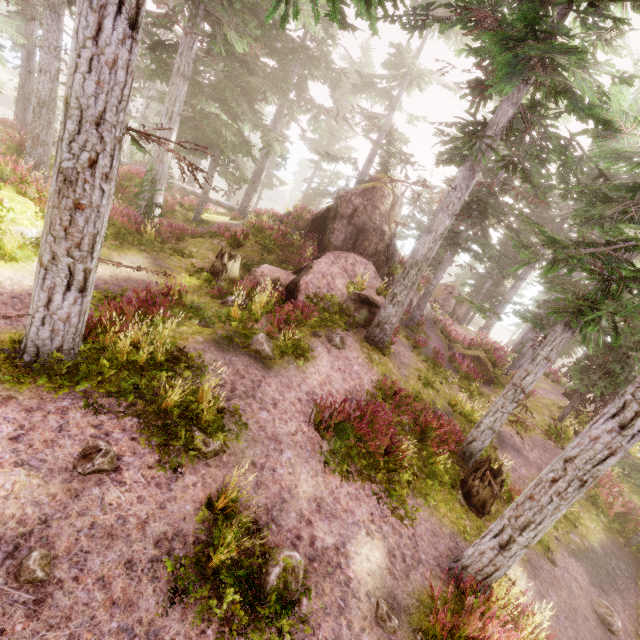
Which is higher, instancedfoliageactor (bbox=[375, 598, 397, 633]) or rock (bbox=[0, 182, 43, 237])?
rock (bbox=[0, 182, 43, 237])

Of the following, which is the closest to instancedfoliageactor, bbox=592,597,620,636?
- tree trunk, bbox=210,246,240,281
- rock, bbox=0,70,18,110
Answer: rock, bbox=0,70,18,110

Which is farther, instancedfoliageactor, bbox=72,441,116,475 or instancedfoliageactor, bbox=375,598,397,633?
instancedfoliageactor, bbox=375,598,397,633

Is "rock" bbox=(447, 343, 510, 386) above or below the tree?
below

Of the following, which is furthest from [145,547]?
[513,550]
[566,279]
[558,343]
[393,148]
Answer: [393,148]

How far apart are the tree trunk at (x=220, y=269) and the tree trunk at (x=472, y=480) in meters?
11.7 m

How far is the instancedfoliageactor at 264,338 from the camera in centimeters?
930cm

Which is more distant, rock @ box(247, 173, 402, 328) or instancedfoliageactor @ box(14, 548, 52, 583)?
rock @ box(247, 173, 402, 328)
